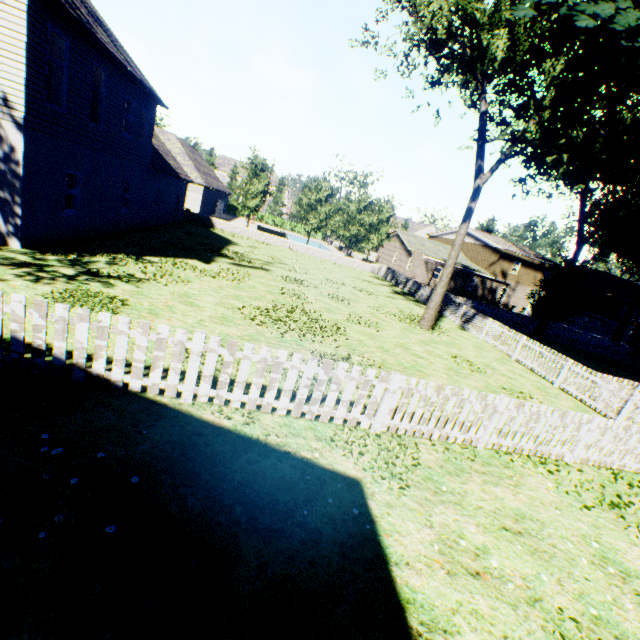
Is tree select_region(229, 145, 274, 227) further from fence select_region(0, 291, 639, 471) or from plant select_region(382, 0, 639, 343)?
plant select_region(382, 0, 639, 343)

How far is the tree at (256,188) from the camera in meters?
30.9 m

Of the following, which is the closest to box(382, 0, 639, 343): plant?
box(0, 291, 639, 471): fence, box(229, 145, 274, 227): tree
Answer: box(0, 291, 639, 471): fence

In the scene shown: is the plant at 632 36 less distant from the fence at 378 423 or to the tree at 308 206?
the fence at 378 423

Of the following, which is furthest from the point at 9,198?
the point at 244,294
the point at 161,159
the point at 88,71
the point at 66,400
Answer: the point at 161,159

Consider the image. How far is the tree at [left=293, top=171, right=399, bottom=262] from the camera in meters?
32.8

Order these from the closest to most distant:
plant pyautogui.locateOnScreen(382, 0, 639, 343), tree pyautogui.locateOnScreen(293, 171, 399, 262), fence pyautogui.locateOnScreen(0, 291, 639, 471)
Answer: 1. fence pyautogui.locateOnScreen(0, 291, 639, 471)
2. plant pyautogui.locateOnScreen(382, 0, 639, 343)
3. tree pyautogui.locateOnScreen(293, 171, 399, 262)
